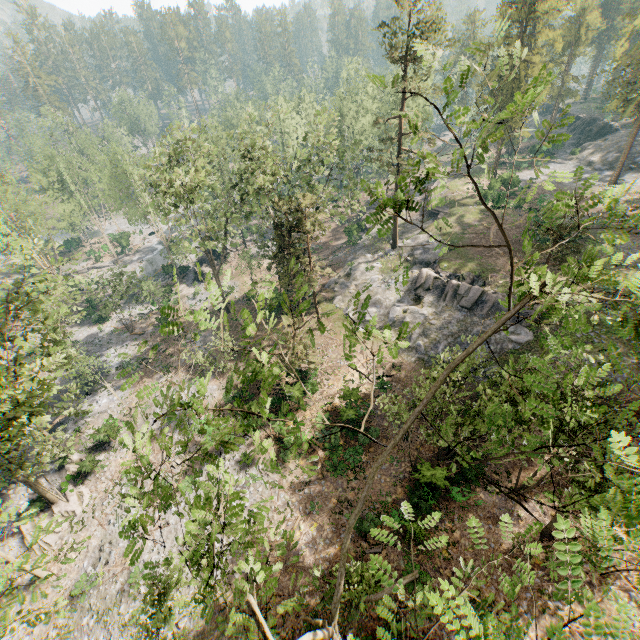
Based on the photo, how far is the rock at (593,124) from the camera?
48.88m

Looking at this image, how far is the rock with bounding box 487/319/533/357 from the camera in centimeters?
2661cm

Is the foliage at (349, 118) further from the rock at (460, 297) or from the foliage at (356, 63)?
the rock at (460, 297)

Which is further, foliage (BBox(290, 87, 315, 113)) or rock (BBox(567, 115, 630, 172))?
foliage (BBox(290, 87, 315, 113))

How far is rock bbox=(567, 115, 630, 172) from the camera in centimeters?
4888cm

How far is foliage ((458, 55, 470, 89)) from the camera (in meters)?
5.09

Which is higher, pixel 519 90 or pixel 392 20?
pixel 392 20

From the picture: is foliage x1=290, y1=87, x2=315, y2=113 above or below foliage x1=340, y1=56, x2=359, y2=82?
below
